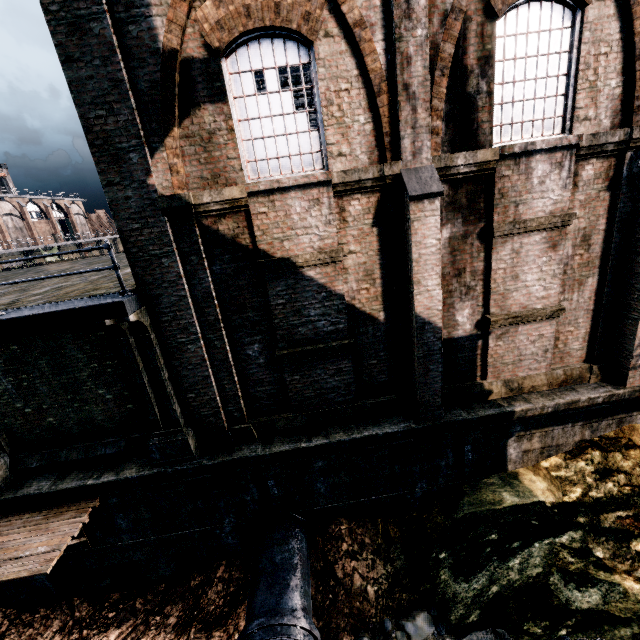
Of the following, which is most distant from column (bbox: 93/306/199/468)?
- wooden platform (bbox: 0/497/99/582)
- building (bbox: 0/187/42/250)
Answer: building (bbox: 0/187/42/250)

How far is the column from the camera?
7.9m

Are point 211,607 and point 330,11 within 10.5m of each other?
no

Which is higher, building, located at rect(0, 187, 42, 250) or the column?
building, located at rect(0, 187, 42, 250)

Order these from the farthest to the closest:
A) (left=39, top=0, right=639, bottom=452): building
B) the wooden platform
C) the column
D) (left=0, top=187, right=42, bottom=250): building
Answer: (left=0, top=187, right=42, bottom=250): building < the column < the wooden platform < (left=39, top=0, right=639, bottom=452): building

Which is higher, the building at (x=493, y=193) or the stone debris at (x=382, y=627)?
the building at (x=493, y=193)

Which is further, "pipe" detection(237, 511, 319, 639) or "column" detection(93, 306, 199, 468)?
"column" detection(93, 306, 199, 468)

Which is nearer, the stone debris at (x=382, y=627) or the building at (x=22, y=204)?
the stone debris at (x=382, y=627)
